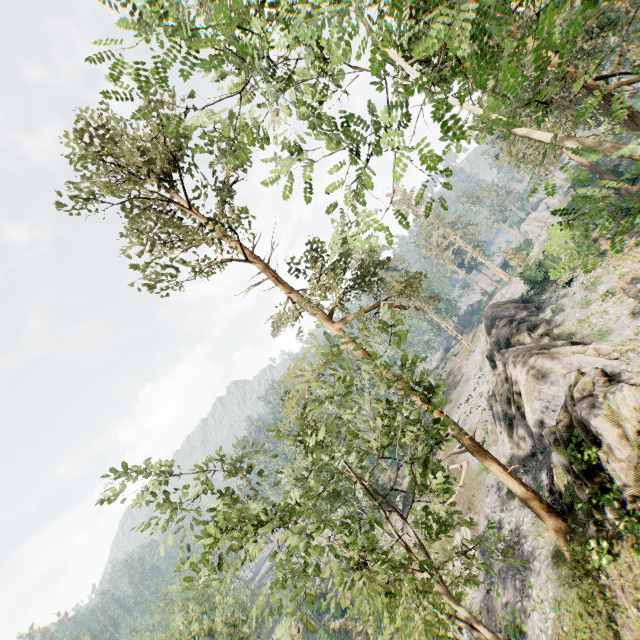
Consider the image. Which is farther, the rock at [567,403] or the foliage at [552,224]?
the rock at [567,403]

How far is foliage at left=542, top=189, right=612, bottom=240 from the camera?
2.5 meters

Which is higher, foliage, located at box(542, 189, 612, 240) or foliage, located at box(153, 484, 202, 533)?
foliage, located at box(153, 484, 202, 533)

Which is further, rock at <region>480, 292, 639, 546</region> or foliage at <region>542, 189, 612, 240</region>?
rock at <region>480, 292, 639, 546</region>

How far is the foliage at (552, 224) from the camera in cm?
252

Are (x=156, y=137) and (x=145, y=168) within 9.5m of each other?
yes

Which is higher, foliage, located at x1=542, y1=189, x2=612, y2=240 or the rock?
foliage, located at x1=542, y1=189, x2=612, y2=240
